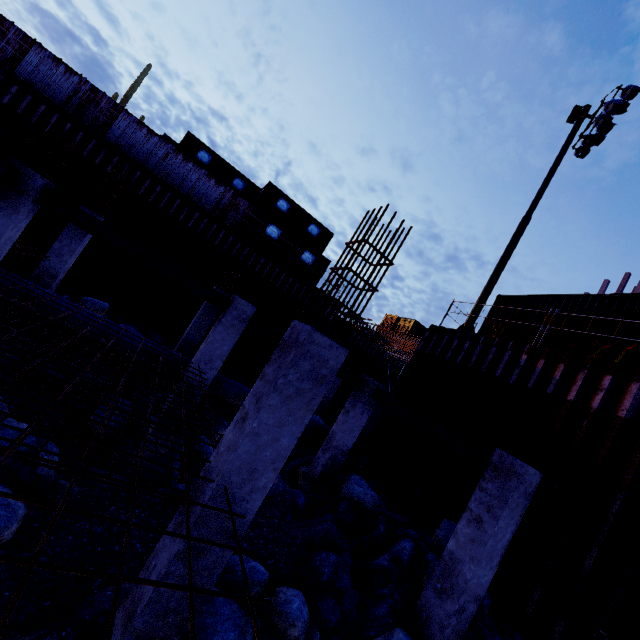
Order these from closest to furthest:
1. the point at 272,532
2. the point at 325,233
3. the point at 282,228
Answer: the point at 272,532 < the point at 282,228 < the point at 325,233

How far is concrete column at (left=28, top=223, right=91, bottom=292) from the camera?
10.5m

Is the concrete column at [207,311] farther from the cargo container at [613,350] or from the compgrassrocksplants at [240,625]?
the cargo container at [613,350]

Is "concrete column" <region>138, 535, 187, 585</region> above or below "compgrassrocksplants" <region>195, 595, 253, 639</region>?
above

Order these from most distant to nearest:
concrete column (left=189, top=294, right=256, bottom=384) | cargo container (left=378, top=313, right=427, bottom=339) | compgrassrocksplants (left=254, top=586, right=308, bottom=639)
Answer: cargo container (left=378, top=313, right=427, bottom=339)
concrete column (left=189, top=294, right=256, bottom=384)
compgrassrocksplants (left=254, top=586, right=308, bottom=639)

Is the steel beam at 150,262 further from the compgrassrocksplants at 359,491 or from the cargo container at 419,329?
the cargo container at 419,329

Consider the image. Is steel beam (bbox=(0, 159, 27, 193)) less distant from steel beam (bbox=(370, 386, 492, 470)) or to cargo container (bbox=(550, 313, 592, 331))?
steel beam (bbox=(370, 386, 492, 470))

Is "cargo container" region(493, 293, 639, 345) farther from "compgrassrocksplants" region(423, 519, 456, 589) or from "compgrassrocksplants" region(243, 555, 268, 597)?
"compgrassrocksplants" region(243, 555, 268, 597)
